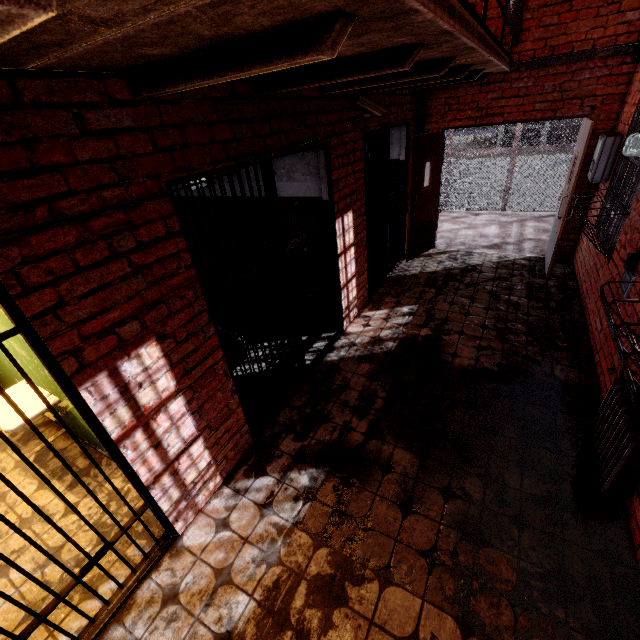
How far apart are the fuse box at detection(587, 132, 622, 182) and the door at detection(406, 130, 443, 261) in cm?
222

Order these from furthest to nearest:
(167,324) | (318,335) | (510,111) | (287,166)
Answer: (510,111), (318,335), (287,166), (167,324)

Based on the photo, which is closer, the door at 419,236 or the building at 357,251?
the building at 357,251

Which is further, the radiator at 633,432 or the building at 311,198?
the building at 311,198

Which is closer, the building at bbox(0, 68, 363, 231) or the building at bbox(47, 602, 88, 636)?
the building at bbox(0, 68, 363, 231)

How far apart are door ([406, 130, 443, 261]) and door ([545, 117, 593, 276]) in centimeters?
198cm

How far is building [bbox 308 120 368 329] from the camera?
3.62m

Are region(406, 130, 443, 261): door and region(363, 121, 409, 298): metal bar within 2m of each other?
yes
